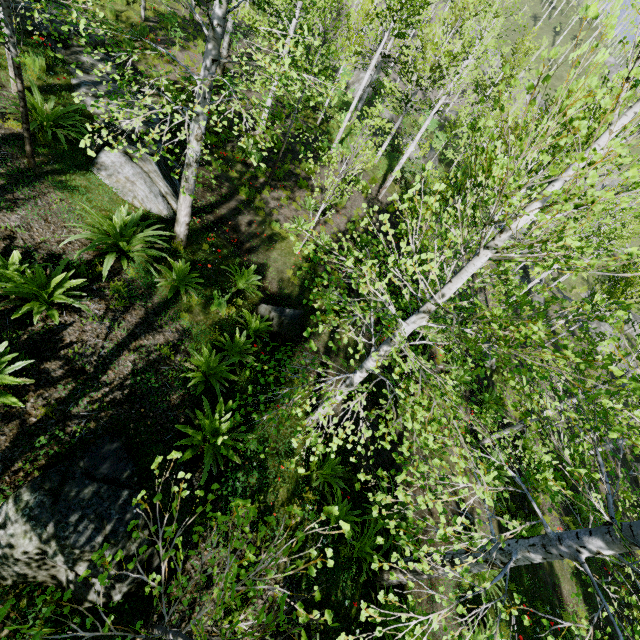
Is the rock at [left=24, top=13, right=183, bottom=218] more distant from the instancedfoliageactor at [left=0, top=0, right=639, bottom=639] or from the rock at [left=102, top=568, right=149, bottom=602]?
the rock at [left=102, top=568, right=149, bottom=602]

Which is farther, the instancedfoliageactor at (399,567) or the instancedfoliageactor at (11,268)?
the instancedfoliageactor at (11,268)

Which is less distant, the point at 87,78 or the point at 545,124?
the point at 545,124

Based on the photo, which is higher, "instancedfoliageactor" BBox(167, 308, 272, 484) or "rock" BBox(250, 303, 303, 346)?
"instancedfoliageactor" BBox(167, 308, 272, 484)

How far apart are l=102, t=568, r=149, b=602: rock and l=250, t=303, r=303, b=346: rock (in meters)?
3.66

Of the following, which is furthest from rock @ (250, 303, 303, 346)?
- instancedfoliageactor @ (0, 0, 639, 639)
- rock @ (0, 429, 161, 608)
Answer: rock @ (0, 429, 161, 608)

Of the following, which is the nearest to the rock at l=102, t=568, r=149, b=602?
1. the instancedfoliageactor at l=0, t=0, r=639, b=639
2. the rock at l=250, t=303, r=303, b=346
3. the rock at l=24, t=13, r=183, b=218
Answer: the instancedfoliageactor at l=0, t=0, r=639, b=639

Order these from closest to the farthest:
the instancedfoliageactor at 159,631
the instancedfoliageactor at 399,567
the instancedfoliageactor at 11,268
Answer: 1. the instancedfoliageactor at 159,631
2. the instancedfoliageactor at 399,567
3. the instancedfoliageactor at 11,268
